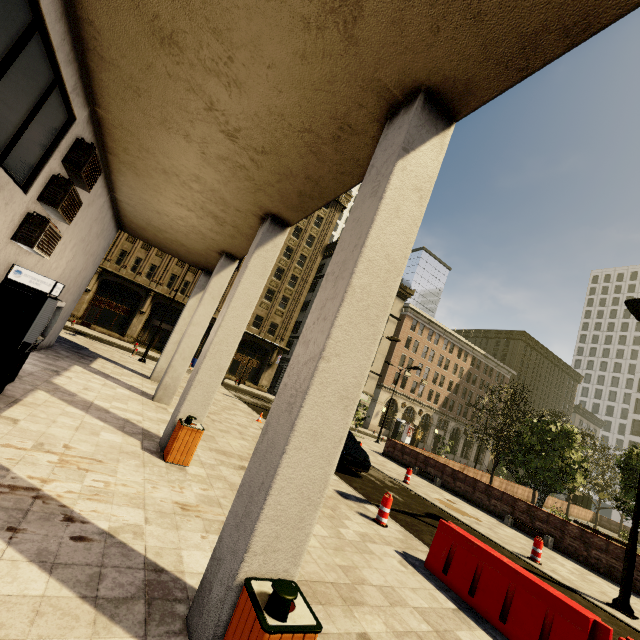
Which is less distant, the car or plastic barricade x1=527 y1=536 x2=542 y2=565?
plastic barricade x1=527 y1=536 x2=542 y2=565

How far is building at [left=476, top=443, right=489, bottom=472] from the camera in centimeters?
5869cm

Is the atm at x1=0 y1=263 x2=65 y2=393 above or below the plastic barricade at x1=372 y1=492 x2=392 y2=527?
above

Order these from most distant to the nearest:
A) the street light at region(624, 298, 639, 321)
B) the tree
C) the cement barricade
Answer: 1. the tree
2. the street light at region(624, 298, 639, 321)
3. the cement barricade

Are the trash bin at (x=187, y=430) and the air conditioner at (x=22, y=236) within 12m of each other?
yes

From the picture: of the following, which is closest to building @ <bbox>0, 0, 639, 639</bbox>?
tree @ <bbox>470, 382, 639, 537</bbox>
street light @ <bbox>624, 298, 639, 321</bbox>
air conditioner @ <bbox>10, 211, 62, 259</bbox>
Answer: air conditioner @ <bbox>10, 211, 62, 259</bbox>

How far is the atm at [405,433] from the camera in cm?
4750

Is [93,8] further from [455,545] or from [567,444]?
[567,444]
